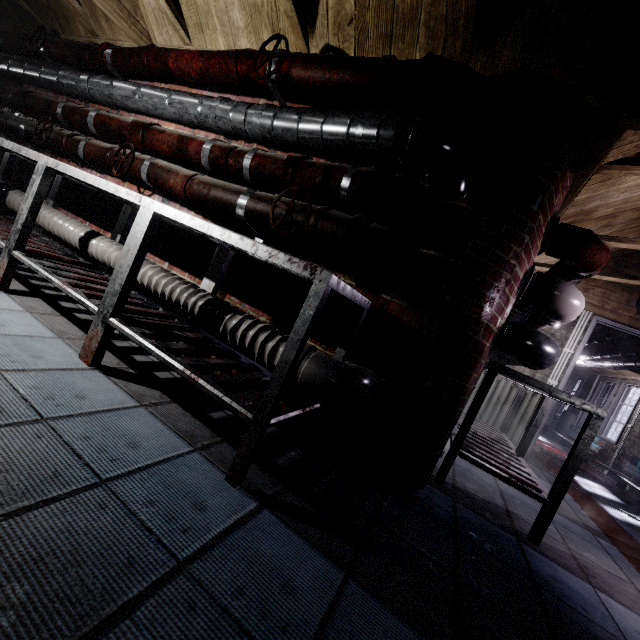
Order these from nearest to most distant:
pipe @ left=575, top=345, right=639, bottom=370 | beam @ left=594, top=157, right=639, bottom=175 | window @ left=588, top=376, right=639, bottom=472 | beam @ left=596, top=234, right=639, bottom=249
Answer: beam @ left=594, top=157, right=639, bottom=175 → beam @ left=596, top=234, right=639, bottom=249 → pipe @ left=575, top=345, right=639, bottom=370 → window @ left=588, top=376, right=639, bottom=472

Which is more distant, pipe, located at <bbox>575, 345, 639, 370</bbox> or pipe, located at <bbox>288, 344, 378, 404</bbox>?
pipe, located at <bbox>575, 345, 639, 370</bbox>

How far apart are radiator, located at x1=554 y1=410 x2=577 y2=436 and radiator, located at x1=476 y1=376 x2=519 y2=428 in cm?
609

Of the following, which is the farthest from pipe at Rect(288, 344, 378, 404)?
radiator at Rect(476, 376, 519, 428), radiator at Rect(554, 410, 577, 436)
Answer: radiator at Rect(554, 410, 577, 436)

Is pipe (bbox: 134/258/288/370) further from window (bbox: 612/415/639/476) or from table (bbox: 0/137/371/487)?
window (bbox: 612/415/639/476)

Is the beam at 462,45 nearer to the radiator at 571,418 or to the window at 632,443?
the window at 632,443

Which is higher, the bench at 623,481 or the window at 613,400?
the window at 613,400

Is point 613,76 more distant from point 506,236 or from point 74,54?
point 74,54
